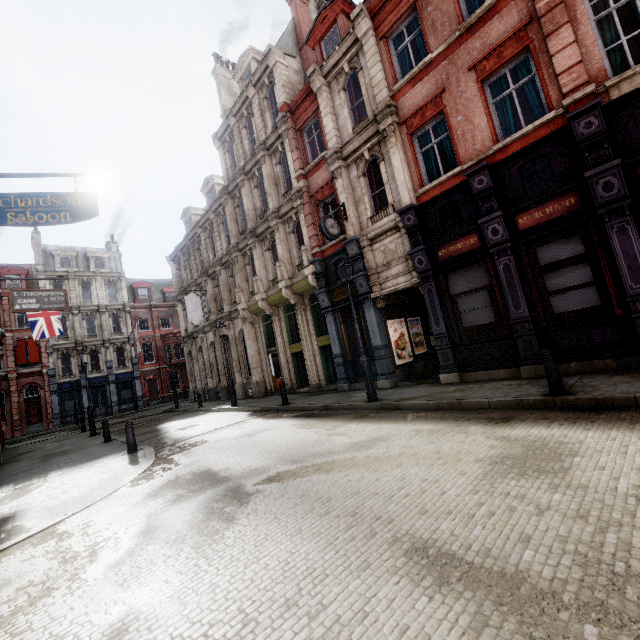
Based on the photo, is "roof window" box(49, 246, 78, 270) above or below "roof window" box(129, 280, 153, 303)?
above

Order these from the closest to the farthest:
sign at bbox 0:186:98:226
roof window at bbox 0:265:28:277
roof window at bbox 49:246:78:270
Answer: sign at bbox 0:186:98:226 < roof window at bbox 0:265:28:277 < roof window at bbox 49:246:78:270

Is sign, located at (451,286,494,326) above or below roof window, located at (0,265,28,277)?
below

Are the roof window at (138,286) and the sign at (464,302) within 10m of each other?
no

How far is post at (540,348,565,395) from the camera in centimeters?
652cm

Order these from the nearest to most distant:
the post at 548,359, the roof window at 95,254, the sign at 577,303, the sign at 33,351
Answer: the post at 548,359
the sign at 577,303
the sign at 33,351
the roof window at 95,254

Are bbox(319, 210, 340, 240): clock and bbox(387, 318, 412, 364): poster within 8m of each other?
yes

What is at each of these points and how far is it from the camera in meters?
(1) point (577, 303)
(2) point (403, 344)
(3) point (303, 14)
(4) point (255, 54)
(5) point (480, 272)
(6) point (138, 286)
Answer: (1) sign, 8.4 m
(2) poster, 14.0 m
(3) chimney, 18.5 m
(4) roof window, 19.6 m
(5) sign, 10.1 m
(6) roof window, 40.8 m
